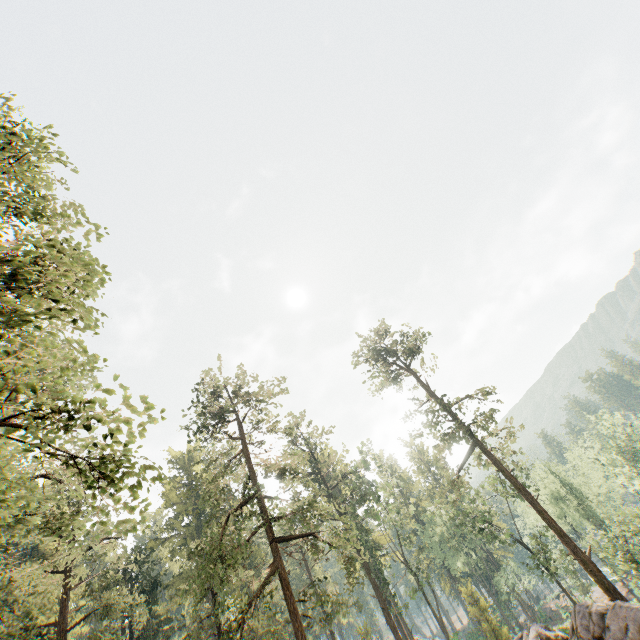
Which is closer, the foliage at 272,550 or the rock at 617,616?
the foliage at 272,550

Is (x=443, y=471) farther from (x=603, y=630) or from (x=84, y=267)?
(x=84, y=267)

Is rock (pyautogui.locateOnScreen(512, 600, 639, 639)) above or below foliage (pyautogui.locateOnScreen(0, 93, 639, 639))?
below

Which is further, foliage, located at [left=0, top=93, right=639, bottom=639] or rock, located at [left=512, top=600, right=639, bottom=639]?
rock, located at [left=512, top=600, right=639, bottom=639]

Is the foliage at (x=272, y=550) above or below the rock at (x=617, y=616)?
above
